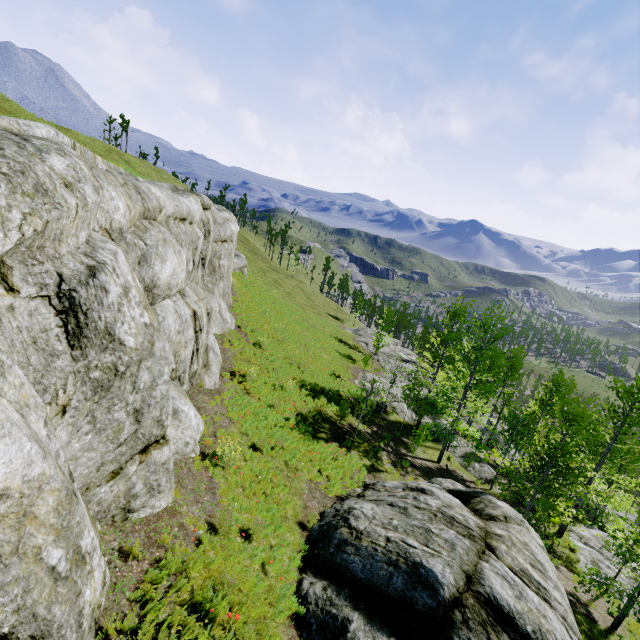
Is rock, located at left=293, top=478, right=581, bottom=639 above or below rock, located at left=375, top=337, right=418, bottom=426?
above

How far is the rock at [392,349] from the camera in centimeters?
2672cm

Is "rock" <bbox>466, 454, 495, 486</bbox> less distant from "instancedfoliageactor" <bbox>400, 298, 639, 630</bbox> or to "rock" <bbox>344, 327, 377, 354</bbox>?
"rock" <bbox>344, 327, 377, 354</bbox>

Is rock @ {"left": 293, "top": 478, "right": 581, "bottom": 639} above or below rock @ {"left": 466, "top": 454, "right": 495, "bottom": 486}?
above

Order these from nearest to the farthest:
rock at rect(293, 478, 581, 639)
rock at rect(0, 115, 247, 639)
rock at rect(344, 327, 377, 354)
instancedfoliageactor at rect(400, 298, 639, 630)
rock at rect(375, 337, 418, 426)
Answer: rock at rect(0, 115, 247, 639) < rock at rect(293, 478, 581, 639) < instancedfoliageactor at rect(400, 298, 639, 630) < rock at rect(375, 337, 418, 426) < rock at rect(344, 327, 377, 354)

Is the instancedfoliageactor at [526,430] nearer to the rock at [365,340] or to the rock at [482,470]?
the rock at [365,340]

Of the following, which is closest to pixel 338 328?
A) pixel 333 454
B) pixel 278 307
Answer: pixel 278 307
